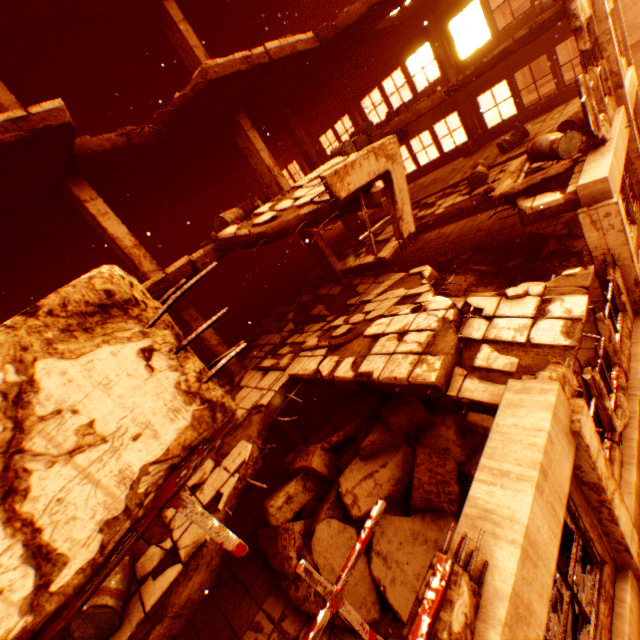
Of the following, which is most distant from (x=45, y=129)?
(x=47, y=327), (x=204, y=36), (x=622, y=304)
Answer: (x=622, y=304)

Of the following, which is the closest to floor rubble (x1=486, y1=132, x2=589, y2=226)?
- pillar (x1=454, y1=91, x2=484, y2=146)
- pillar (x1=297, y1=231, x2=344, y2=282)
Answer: pillar (x1=297, y1=231, x2=344, y2=282)

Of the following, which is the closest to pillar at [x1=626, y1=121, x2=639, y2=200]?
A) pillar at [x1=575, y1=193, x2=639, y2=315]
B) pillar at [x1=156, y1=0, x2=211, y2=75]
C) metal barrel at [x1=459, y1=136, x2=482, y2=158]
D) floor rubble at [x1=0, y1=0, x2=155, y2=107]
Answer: floor rubble at [x1=0, y1=0, x2=155, y2=107]

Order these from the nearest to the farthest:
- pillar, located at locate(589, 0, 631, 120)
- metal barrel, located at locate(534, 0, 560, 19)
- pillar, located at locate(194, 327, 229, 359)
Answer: pillar, located at locate(589, 0, 631, 120)
pillar, located at locate(194, 327, 229, 359)
metal barrel, located at locate(534, 0, 560, 19)

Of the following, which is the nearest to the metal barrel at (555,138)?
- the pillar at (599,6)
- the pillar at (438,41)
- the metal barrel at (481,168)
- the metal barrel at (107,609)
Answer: the metal barrel at (481,168)

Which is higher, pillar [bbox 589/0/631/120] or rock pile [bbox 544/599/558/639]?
pillar [bbox 589/0/631/120]

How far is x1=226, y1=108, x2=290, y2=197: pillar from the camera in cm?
954

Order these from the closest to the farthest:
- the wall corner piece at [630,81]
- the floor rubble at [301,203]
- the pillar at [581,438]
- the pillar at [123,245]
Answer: the pillar at [581,438] < the floor rubble at [301,203] < the pillar at [123,245] < the wall corner piece at [630,81]
